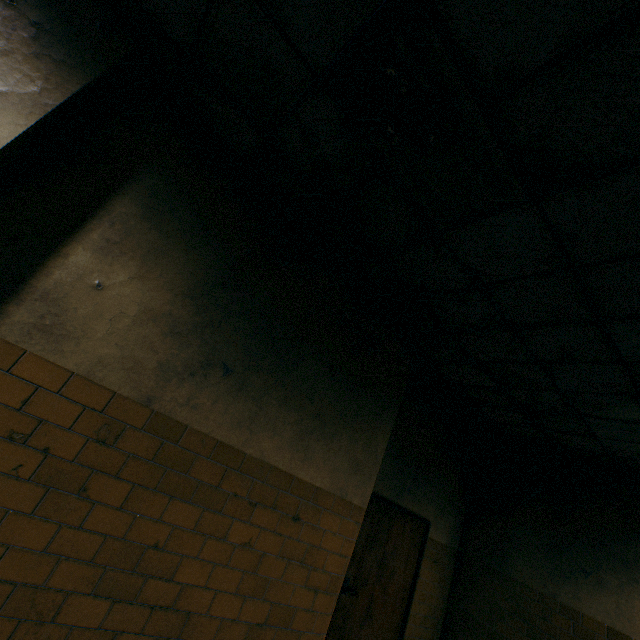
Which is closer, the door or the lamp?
the lamp

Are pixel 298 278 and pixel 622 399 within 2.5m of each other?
no

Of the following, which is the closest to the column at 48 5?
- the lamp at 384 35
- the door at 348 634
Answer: the lamp at 384 35

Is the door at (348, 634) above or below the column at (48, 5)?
below

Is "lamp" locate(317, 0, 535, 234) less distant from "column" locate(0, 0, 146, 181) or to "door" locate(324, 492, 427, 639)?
"column" locate(0, 0, 146, 181)

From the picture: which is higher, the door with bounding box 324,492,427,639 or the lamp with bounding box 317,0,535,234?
the lamp with bounding box 317,0,535,234
